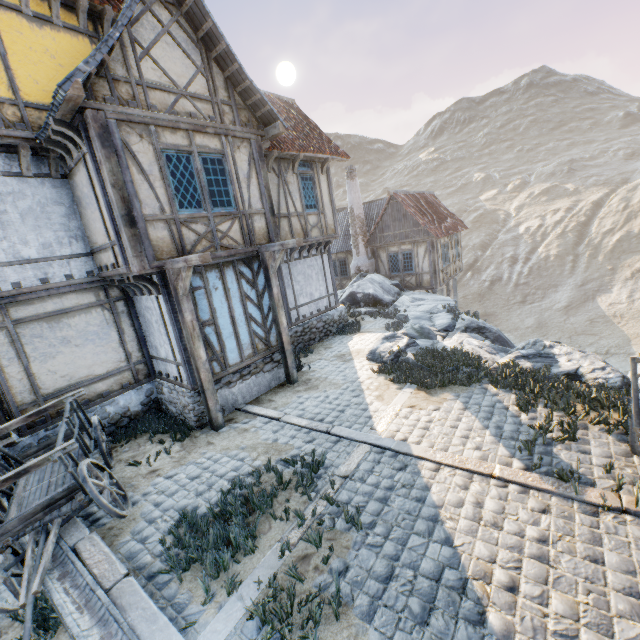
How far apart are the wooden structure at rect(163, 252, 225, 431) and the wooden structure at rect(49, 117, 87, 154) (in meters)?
2.39

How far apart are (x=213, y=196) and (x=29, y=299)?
4.6 meters

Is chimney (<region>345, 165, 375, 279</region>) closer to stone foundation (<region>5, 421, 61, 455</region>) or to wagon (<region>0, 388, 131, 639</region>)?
stone foundation (<region>5, 421, 61, 455</region>)

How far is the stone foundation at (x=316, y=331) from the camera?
12.2m

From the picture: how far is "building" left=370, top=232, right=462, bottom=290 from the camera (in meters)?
19.11

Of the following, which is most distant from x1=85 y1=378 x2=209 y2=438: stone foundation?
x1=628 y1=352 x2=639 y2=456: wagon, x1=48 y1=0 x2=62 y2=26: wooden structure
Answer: x1=48 y1=0 x2=62 y2=26: wooden structure

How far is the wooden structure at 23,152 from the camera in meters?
6.5 m

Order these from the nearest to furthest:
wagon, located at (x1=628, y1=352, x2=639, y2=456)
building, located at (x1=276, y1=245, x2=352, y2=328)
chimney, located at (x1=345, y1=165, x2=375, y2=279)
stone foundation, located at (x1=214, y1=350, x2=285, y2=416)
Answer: wagon, located at (x1=628, y1=352, x2=639, y2=456), stone foundation, located at (x1=214, y1=350, x2=285, y2=416), building, located at (x1=276, y1=245, x2=352, y2=328), chimney, located at (x1=345, y1=165, x2=375, y2=279)
